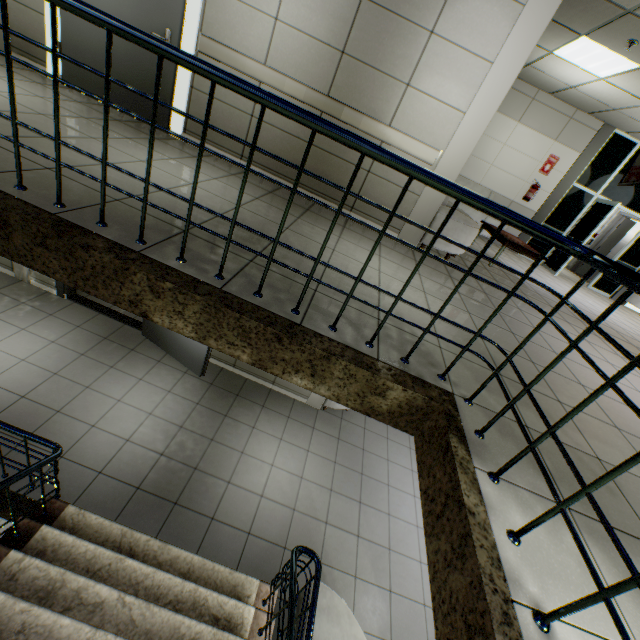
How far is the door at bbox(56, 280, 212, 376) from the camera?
5.5m

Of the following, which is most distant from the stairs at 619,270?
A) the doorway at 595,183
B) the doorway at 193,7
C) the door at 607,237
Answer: the door at 607,237

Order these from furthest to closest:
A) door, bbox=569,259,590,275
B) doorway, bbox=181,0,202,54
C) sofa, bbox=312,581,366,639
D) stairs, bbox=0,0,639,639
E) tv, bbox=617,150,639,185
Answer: door, bbox=569,259,590,275
tv, bbox=617,150,639,185
doorway, bbox=181,0,202,54
sofa, bbox=312,581,366,639
stairs, bbox=0,0,639,639

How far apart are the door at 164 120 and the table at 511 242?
5.4 meters

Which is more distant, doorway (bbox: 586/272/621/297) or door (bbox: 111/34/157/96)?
doorway (bbox: 586/272/621/297)

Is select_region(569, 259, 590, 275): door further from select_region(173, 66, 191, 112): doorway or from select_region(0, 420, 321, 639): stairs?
select_region(173, 66, 191, 112): doorway

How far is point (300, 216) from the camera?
3.63m

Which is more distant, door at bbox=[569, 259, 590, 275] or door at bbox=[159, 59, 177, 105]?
door at bbox=[569, 259, 590, 275]
